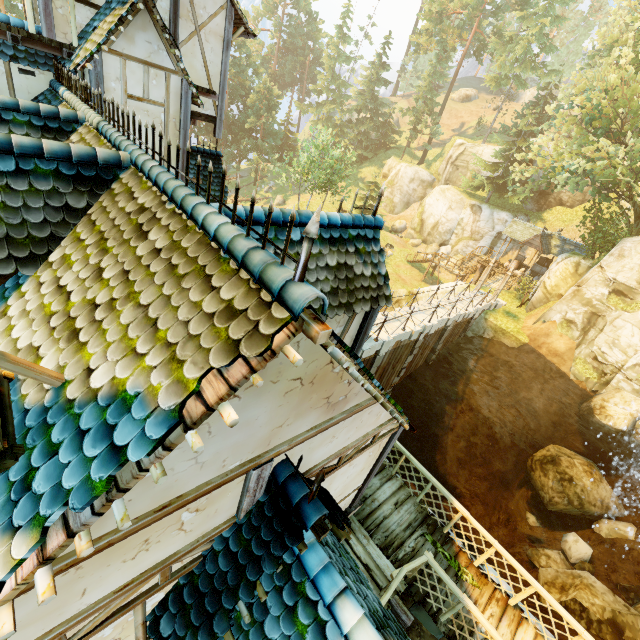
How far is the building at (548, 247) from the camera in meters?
28.1 m

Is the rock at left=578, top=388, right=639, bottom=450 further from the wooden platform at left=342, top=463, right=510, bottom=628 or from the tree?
the wooden platform at left=342, top=463, right=510, bottom=628

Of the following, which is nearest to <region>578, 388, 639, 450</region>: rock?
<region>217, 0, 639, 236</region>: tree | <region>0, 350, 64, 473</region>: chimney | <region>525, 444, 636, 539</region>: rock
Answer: <region>525, 444, 636, 539</region>: rock

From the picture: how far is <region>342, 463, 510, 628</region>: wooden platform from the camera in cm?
678

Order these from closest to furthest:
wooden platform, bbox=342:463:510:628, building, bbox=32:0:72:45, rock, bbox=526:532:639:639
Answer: wooden platform, bbox=342:463:510:628
building, bbox=32:0:72:45
rock, bbox=526:532:639:639

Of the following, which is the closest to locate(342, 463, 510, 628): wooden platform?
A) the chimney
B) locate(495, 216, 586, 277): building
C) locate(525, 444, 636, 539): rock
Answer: the chimney

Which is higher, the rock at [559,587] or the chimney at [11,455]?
the chimney at [11,455]

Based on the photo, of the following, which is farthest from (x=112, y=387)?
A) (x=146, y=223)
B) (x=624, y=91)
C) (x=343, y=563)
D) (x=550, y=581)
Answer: (x=624, y=91)
